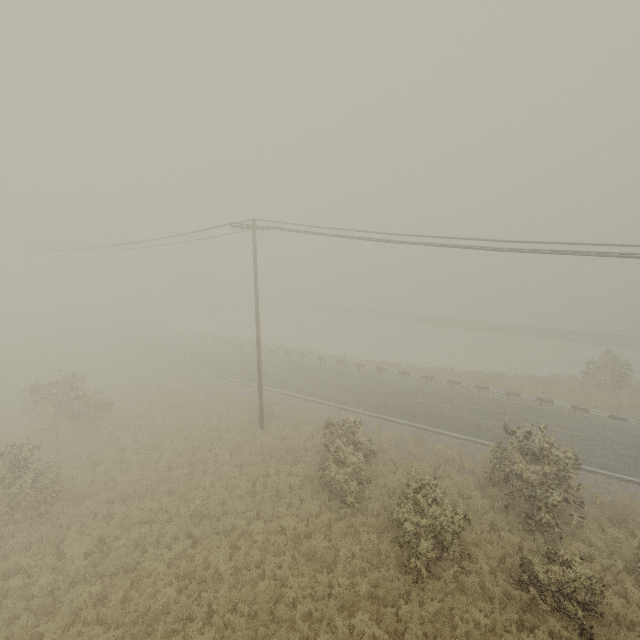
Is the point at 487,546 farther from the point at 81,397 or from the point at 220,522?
the point at 81,397
